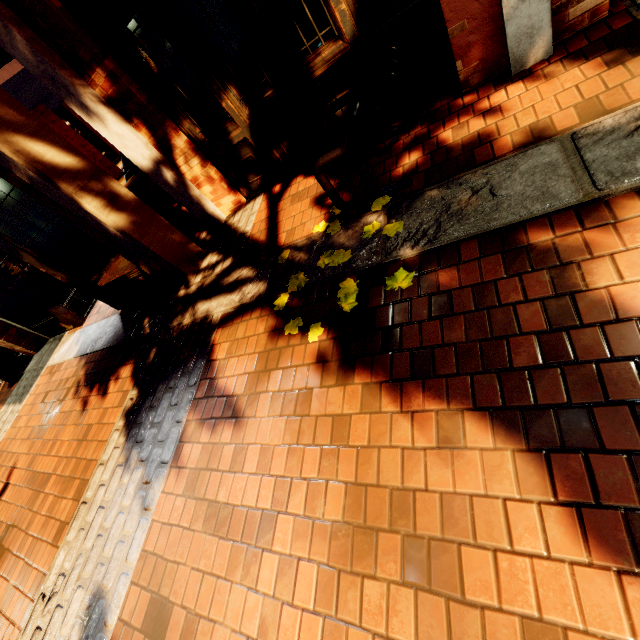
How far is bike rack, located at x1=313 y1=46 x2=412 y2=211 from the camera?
2.37m

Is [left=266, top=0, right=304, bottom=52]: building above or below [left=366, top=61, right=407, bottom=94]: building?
above

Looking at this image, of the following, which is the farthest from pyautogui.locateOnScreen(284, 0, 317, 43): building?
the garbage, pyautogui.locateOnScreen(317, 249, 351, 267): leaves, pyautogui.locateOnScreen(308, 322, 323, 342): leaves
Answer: pyautogui.locateOnScreen(308, 322, 323, 342): leaves

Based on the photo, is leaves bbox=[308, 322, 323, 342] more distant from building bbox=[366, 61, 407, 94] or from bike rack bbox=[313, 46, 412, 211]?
building bbox=[366, 61, 407, 94]

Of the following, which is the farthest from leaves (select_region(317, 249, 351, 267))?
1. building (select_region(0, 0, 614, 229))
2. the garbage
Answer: the garbage

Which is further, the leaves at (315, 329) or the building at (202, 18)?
the building at (202, 18)

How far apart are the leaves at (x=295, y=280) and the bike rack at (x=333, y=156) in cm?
72

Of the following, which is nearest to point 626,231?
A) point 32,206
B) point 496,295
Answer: point 496,295
